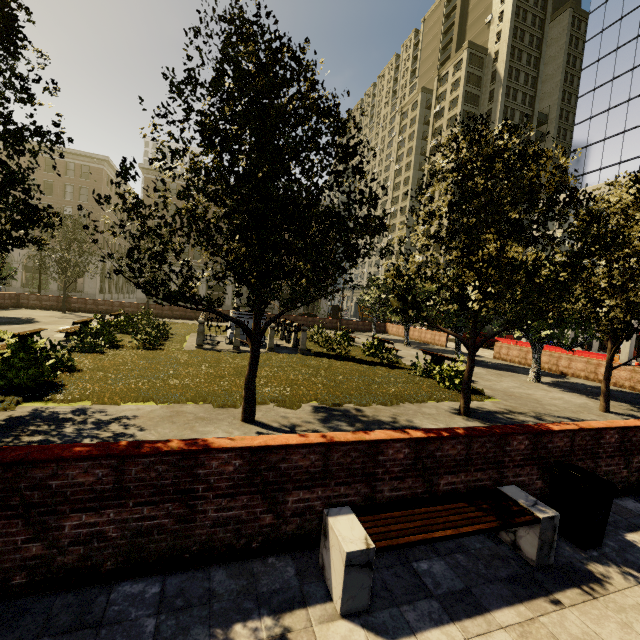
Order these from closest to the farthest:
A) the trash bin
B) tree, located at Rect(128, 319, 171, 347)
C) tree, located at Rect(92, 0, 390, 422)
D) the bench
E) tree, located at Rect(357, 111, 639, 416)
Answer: the bench, the trash bin, tree, located at Rect(92, 0, 390, 422), tree, located at Rect(357, 111, 639, 416), tree, located at Rect(128, 319, 171, 347)

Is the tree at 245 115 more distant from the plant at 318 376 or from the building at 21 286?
the building at 21 286

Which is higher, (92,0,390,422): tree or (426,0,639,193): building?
(426,0,639,193): building

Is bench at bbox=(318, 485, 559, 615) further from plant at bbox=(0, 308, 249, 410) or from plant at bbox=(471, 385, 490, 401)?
plant at bbox=(0, 308, 249, 410)

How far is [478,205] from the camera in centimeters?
768cm

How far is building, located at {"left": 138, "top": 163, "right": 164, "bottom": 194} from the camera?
45.5 meters

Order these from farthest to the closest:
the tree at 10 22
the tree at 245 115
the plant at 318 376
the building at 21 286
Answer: the building at 21 286
the plant at 318 376
the tree at 245 115
the tree at 10 22

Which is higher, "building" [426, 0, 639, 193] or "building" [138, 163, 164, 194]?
"building" [426, 0, 639, 193]
